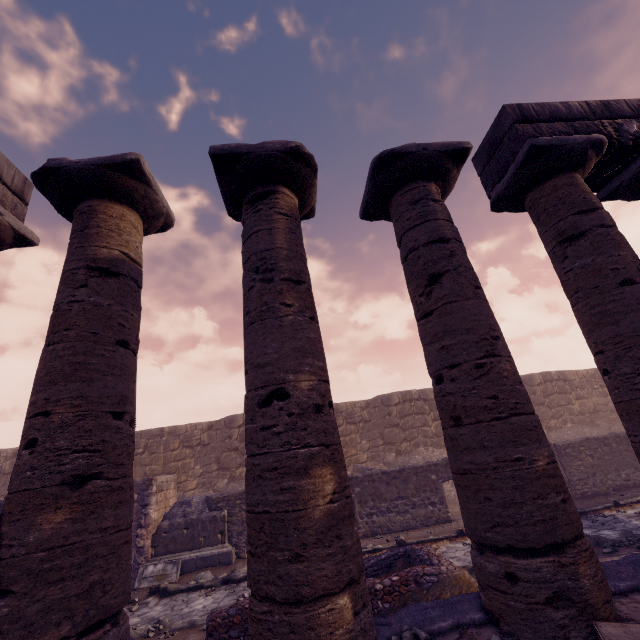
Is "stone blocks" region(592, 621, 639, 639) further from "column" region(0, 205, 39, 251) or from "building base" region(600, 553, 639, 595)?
"column" region(0, 205, 39, 251)

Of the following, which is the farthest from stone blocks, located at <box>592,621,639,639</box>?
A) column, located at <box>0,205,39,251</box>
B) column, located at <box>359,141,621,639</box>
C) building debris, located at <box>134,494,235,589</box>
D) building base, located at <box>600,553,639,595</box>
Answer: building debris, located at <box>134,494,235,589</box>

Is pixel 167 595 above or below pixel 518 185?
below

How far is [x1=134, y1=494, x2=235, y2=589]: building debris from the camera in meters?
9.3 m

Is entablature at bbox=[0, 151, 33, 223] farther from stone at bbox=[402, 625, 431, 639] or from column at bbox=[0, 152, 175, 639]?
stone at bbox=[402, 625, 431, 639]

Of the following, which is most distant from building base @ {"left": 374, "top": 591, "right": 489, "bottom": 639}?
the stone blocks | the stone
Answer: the stone blocks

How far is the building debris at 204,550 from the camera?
9.3 meters

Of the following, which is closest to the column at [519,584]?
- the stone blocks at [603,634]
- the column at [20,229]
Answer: the stone blocks at [603,634]
